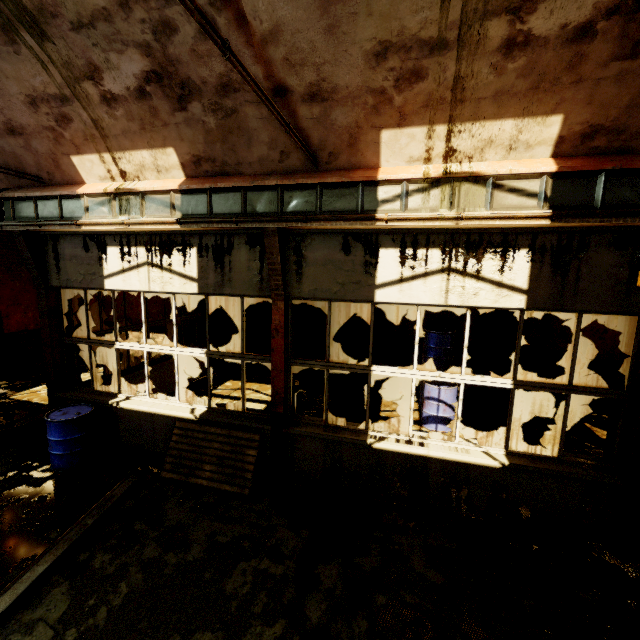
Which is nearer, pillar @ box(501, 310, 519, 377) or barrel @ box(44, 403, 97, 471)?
barrel @ box(44, 403, 97, 471)

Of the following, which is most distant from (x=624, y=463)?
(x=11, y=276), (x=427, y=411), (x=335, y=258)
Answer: (x=11, y=276)

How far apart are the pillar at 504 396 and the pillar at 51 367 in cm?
1052

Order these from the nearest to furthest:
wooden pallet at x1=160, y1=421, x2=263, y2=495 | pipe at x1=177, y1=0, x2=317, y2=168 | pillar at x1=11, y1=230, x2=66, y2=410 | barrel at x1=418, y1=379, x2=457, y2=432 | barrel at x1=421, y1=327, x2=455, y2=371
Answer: pipe at x1=177, y1=0, x2=317, y2=168
wooden pallet at x1=160, y1=421, x2=263, y2=495
pillar at x1=11, y1=230, x2=66, y2=410
barrel at x1=418, y1=379, x2=457, y2=432
barrel at x1=421, y1=327, x2=455, y2=371

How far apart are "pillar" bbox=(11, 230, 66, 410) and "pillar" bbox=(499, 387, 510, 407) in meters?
10.5 m

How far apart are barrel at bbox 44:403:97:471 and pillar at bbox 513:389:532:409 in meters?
9.8

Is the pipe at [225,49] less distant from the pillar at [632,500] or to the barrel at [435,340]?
the pillar at [632,500]

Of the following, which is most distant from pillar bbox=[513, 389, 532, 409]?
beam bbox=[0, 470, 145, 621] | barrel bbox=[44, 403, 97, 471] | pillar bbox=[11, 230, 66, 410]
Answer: pillar bbox=[11, 230, 66, 410]
